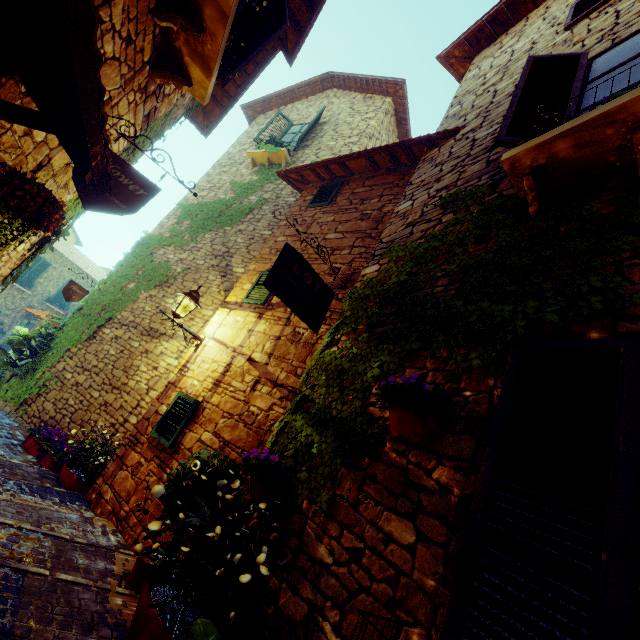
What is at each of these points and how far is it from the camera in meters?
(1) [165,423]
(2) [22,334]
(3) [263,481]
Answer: (1) window, 4.8
(2) flower pot, 7.9
(3) flower pot, 2.9

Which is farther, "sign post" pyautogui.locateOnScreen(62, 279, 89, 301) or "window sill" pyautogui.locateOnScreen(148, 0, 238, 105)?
"sign post" pyautogui.locateOnScreen(62, 279, 89, 301)

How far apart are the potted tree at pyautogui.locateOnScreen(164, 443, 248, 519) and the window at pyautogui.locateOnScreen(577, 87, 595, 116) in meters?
4.1

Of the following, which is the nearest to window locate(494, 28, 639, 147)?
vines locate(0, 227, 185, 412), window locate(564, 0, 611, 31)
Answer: window locate(564, 0, 611, 31)

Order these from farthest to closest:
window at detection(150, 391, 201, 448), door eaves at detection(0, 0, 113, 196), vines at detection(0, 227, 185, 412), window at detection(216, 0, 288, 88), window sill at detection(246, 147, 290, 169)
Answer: window sill at detection(246, 147, 290, 169), vines at detection(0, 227, 185, 412), window at detection(150, 391, 201, 448), window at detection(216, 0, 288, 88), door eaves at detection(0, 0, 113, 196)

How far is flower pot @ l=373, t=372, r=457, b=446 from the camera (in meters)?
2.02

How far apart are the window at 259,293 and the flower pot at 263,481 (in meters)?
2.67

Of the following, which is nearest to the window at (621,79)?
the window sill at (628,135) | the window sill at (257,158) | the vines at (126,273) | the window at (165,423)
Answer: the window sill at (628,135)
